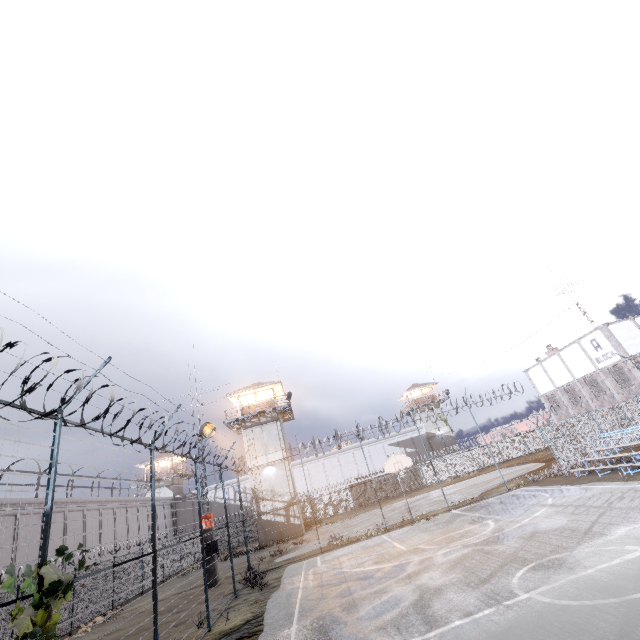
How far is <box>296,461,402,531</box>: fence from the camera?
19.86m

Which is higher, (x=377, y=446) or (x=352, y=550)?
(x=377, y=446)

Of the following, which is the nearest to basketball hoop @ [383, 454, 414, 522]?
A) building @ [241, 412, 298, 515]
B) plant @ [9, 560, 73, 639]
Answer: building @ [241, 412, 298, 515]

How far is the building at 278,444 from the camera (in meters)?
30.84

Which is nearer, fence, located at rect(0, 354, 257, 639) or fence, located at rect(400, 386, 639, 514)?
fence, located at rect(0, 354, 257, 639)

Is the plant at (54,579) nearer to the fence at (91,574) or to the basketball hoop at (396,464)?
the fence at (91,574)

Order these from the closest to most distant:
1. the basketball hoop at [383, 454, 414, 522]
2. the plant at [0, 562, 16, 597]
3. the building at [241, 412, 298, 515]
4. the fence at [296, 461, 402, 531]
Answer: the plant at [0, 562, 16, 597]
the basketball hoop at [383, 454, 414, 522]
the fence at [296, 461, 402, 531]
the building at [241, 412, 298, 515]

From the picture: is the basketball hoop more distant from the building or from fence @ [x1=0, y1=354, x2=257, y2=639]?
the building
